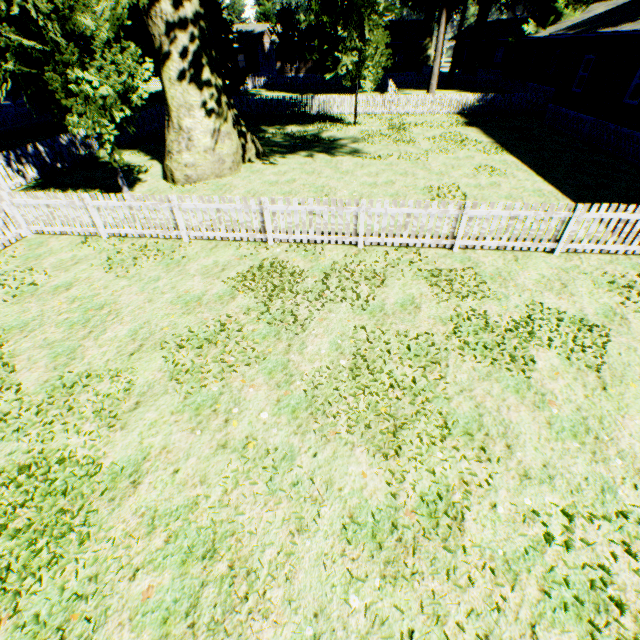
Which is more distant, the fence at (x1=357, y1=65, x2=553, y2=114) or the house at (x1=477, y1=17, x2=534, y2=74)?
the house at (x1=477, y1=17, x2=534, y2=74)

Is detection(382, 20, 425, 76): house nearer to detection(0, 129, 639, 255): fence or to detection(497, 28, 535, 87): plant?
detection(0, 129, 639, 255): fence

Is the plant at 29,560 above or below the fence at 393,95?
below

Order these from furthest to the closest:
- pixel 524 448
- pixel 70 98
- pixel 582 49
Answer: pixel 70 98, pixel 582 49, pixel 524 448

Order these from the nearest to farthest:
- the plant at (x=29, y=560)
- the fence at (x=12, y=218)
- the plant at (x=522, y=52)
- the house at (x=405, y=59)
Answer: the plant at (x=29, y=560)
the fence at (x=12, y=218)
the plant at (x=522, y=52)
the house at (x=405, y=59)

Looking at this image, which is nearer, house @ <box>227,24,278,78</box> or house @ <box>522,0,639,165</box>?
house @ <box>522,0,639,165</box>

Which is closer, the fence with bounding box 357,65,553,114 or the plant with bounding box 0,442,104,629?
the plant with bounding box 0,442,104,629
